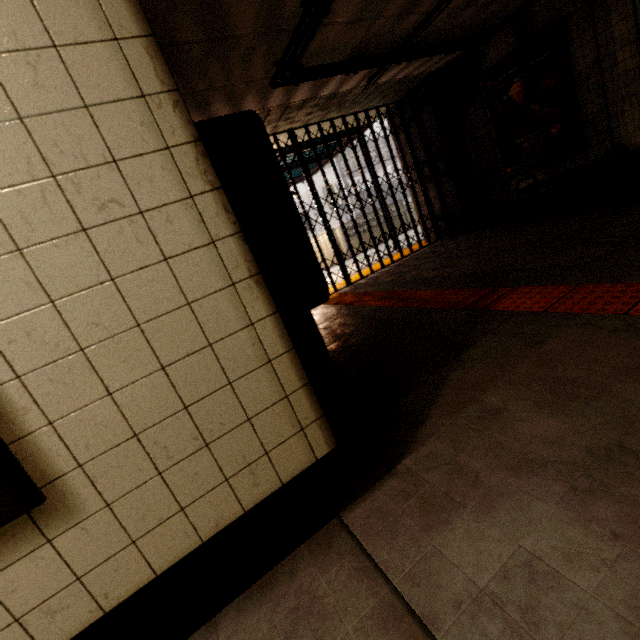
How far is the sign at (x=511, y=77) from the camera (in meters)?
4.60

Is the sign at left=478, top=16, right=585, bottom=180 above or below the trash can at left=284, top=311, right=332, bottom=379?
above

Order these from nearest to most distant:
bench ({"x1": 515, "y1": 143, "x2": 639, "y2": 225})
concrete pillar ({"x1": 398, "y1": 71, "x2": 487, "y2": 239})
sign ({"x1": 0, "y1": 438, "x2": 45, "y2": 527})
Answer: sign ({"x1": 0, "y1": 438, "x2": 45, "y2": 527})
bench ({"x1": 515, "y1": 143, "x2": 639, "y2": 225})
concrete pillar ({"x1": 398, "y1": 71, "x2": 487, "y2": 239})

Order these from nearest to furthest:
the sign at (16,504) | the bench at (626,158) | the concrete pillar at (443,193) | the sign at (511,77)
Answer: the sign at (16,504)
the bench at (626,158)
the sign at (511,77)
the concrete pillar at (443,193)

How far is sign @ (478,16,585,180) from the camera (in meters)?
4.60

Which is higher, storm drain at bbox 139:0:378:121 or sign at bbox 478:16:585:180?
storm drain at bbox 139:0:378:121

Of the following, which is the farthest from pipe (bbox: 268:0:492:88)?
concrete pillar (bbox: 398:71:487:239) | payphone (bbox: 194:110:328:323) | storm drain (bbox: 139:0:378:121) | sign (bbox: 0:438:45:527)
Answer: sign (bbox: 0:438:45:527)

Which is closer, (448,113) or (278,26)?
(278,26)
